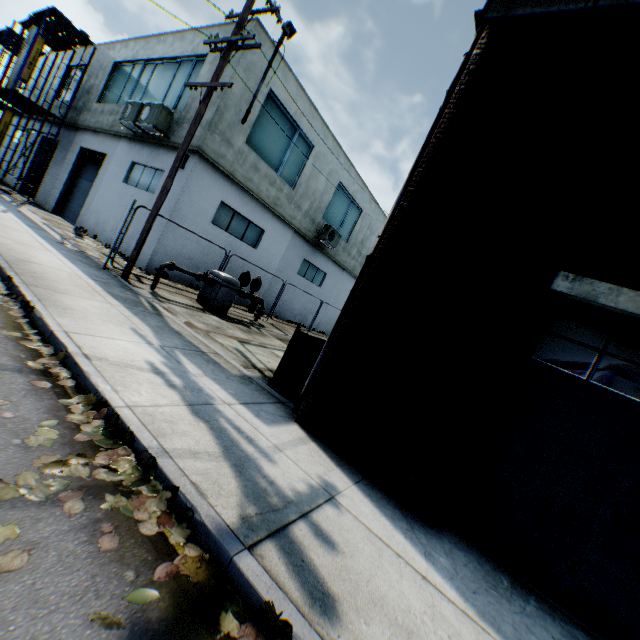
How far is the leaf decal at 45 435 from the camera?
2.5m

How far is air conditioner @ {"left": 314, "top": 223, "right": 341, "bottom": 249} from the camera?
18.1m

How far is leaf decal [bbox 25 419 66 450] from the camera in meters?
2.5

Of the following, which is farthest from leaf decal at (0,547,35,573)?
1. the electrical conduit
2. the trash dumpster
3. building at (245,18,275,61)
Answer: the electrical conduit

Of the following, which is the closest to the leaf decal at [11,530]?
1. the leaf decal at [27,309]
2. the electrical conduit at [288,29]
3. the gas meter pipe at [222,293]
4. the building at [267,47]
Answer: the leaf decal at [27,309]

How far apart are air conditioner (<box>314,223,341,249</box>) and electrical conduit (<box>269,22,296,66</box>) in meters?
6.9

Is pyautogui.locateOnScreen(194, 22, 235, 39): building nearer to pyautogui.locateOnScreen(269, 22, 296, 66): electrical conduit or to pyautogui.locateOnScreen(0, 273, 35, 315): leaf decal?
pyautogui.locateOnScreen(269, 22, 296, 66): electrical conduit

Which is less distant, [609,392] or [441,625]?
[441,625]
